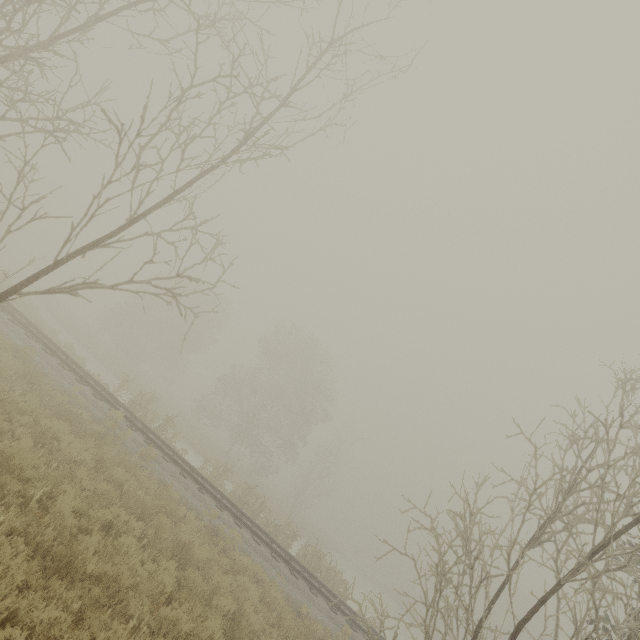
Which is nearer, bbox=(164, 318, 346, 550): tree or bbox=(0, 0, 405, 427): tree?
bbox=(0, 0, 405, 427): tree

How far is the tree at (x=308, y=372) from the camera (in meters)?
18.86

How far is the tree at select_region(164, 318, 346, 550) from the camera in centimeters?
1886cm

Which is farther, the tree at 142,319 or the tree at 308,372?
the tree at 308,372

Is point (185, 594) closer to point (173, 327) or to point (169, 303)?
point (169, 303)
